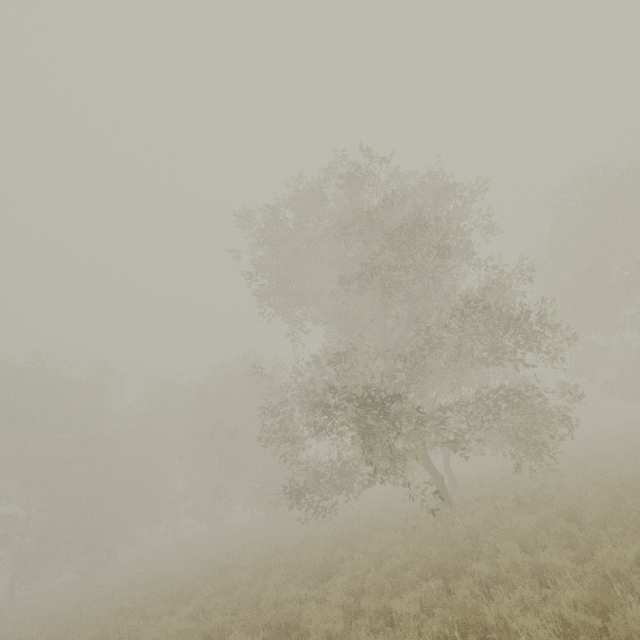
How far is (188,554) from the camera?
22.16m
